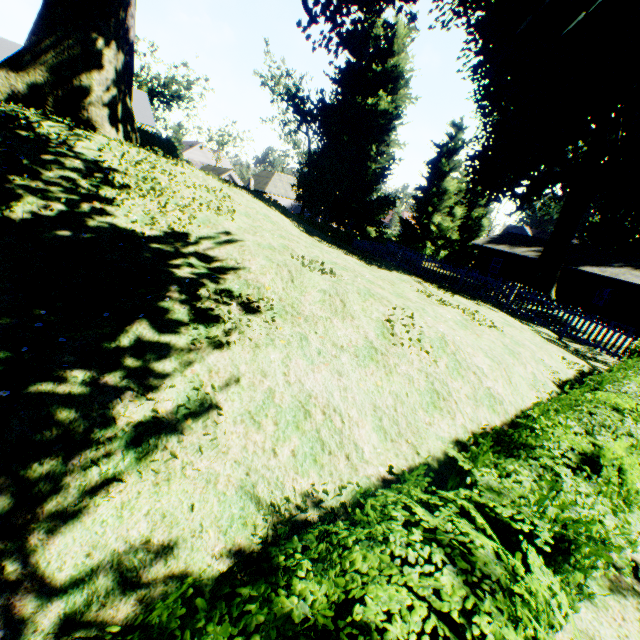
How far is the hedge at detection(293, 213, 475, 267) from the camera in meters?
29.9

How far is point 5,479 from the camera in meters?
3.1

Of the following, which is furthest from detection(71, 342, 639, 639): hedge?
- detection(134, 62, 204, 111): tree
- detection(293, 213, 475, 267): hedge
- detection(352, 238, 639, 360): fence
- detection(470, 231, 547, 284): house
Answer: detection(293, 213, 475, 267): hedge

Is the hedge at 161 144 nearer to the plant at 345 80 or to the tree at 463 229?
the plant at 345 80

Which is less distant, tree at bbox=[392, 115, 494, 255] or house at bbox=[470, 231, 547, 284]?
house at bbox=[470, 231, 547, 284]

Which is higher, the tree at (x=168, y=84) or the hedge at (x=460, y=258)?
the tree at (x=168, y=84)

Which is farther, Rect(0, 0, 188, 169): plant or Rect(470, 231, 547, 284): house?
Rect(470, 231, 547, 284): house

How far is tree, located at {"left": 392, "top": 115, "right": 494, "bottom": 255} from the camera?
37.56m
